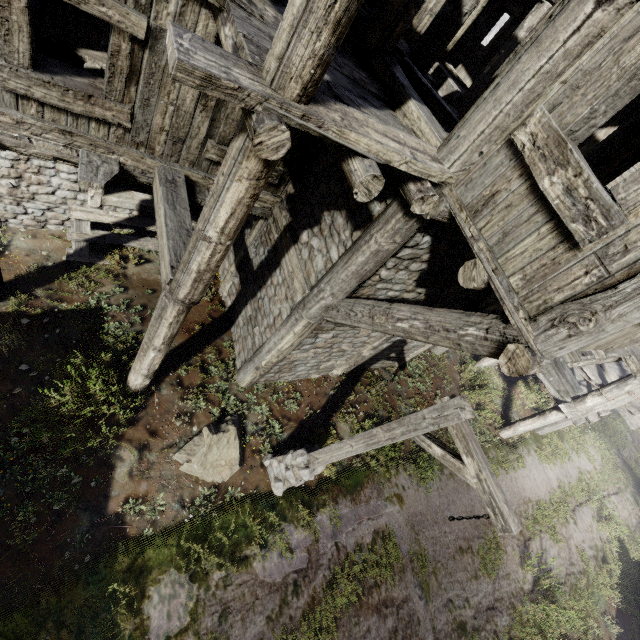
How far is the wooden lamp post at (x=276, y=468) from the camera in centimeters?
365cm

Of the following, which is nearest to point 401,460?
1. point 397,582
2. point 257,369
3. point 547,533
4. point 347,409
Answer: point 347,409

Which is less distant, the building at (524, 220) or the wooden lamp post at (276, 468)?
the building at (524, 220)

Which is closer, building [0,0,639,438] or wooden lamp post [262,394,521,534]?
building [0,0,639,438]

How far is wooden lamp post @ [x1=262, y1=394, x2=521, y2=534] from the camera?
3.6m
